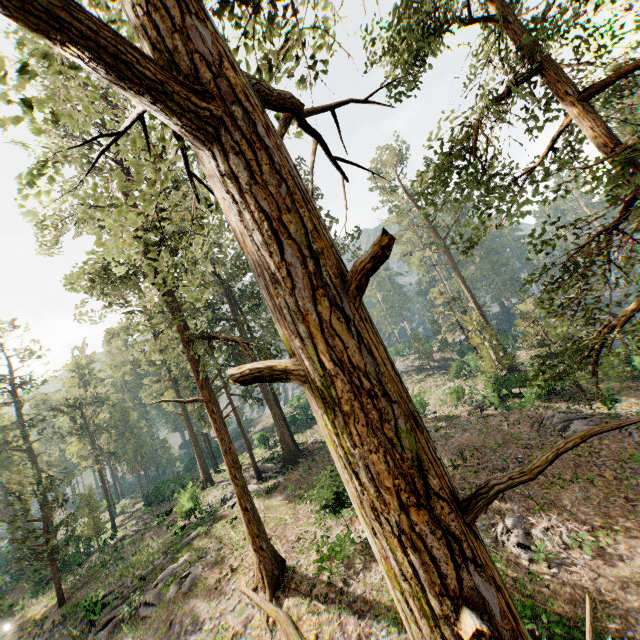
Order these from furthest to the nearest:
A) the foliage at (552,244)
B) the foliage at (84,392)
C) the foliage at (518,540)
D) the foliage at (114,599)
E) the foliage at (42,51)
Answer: the foliage at (84,392) → the foliage at (114,599) → the foliage at (518,540) → the foliage at (552,244) → the foliage at (42,51)

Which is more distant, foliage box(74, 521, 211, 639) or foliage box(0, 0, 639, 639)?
foliage box(74, 521, 211, 639)

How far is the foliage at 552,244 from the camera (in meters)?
11.55

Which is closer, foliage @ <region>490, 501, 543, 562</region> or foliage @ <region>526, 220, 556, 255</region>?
foliage @ <region>526, 220, 556, 255</region>

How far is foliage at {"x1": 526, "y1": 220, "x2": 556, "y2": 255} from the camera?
11.6m

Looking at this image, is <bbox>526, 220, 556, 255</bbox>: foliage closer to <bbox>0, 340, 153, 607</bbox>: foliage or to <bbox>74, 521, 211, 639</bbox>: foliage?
<bbox>74, 521, 211, 639</bbox>: foliage

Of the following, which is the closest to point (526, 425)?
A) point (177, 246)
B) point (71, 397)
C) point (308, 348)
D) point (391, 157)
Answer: point (177, 246)
